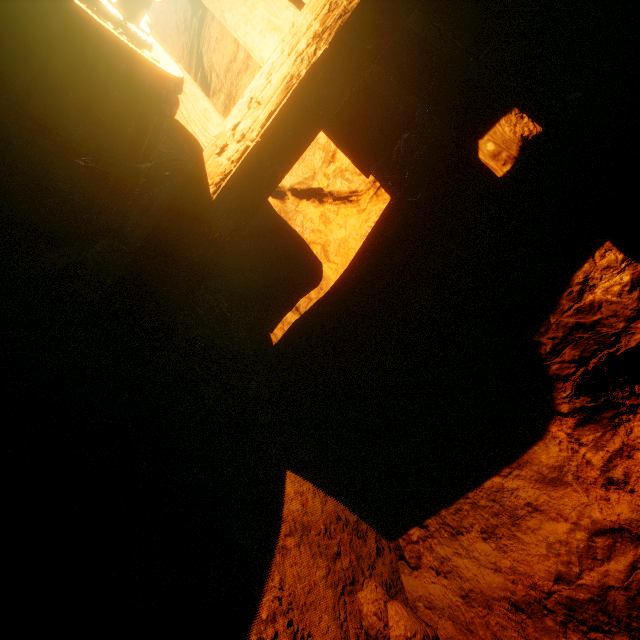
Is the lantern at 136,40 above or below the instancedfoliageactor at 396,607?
above

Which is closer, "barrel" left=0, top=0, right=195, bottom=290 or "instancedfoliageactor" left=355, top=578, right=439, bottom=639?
"barrel" left=0, top=0, right=195, bottom=290

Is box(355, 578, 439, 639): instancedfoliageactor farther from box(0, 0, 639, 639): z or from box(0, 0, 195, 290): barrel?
box(0, 0, 195, 290): barrel

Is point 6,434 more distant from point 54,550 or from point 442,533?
point 442,533

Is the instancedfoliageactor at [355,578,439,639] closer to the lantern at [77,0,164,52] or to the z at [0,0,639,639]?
the z at [0,0,639,639]

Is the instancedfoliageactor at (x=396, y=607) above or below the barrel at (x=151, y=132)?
below

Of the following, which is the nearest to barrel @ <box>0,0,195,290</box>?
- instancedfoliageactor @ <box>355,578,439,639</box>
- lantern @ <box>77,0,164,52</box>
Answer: lantern @ <box>77,0,164,52</box>

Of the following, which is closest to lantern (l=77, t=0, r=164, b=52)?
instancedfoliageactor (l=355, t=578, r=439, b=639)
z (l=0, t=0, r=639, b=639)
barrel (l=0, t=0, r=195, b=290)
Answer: barrel (l=0, t=0, r=195, b=290)
